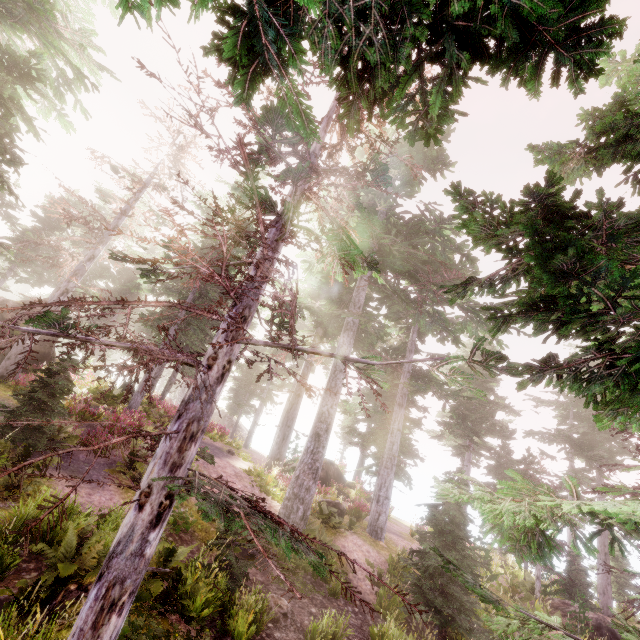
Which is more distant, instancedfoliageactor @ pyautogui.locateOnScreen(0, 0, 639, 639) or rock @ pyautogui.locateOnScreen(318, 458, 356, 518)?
rock @ pyautogui.locateOnScreen(318, 458, 356, 518)

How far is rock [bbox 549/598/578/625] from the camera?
14.52m

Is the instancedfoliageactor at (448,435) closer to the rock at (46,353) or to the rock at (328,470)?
the rock at (46,353)

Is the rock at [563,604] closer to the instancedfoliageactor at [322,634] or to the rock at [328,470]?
the instancedfoliageactor at [322,634]

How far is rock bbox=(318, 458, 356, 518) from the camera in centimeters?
1566cm

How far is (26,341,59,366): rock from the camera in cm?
1805

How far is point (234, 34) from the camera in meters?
1.8 m

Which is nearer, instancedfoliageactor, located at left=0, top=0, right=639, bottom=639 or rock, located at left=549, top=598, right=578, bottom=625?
instancedfoliageactor, located at left=0, top=0, right=639, bottom=639
